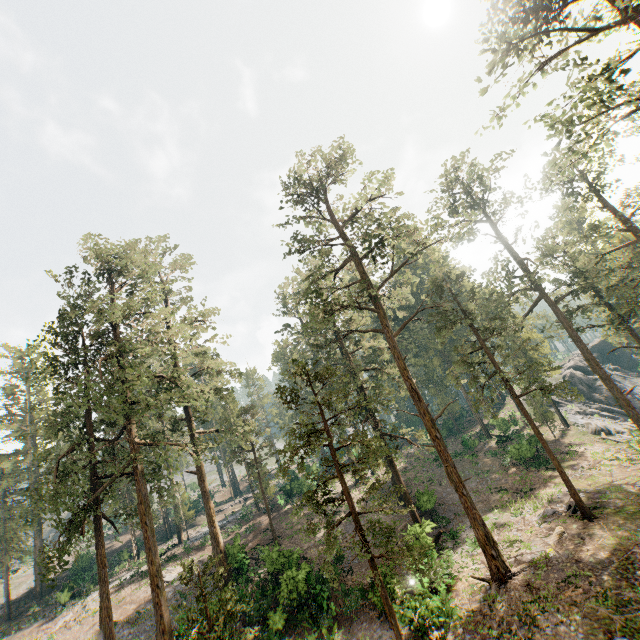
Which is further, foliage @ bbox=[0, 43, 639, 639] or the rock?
the rock

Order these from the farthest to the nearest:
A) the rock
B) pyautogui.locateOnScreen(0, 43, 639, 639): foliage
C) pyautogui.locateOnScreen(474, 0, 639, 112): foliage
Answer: the rock, pyautogui.locateOnScreen(0, 43, 639, 639): foliage, pyautogui.locateOnScreen(474, 0, 639, 112): foliage

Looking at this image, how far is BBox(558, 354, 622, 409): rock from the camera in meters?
46.4

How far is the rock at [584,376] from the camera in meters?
46.4

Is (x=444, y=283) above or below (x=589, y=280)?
above

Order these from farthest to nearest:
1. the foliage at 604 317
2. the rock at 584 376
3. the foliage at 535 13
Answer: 1. the rock at 584 376
2. the foliage at 604 317
3. the foliage at 535 13

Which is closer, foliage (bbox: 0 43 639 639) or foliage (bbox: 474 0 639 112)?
foliage (bbox: 474 0 639 112)
